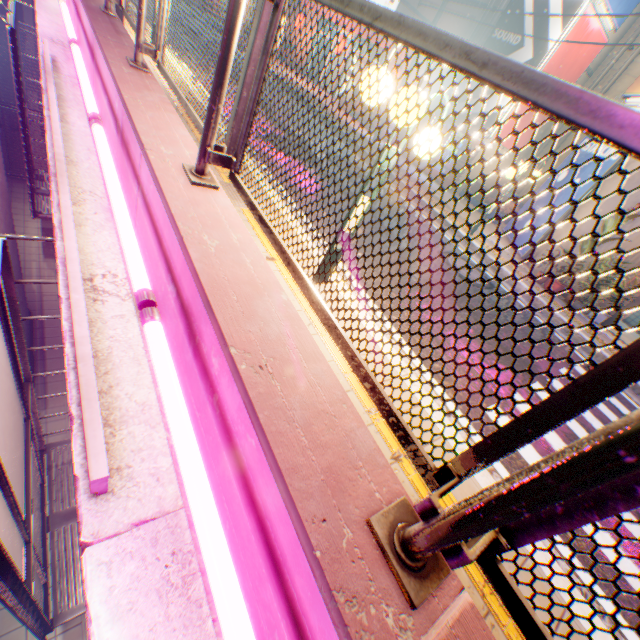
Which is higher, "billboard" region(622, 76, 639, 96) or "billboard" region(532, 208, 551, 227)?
"billboard" region(622, 76, 639, 96)

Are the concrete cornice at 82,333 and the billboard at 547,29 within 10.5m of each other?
no

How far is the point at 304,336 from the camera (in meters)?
1.64

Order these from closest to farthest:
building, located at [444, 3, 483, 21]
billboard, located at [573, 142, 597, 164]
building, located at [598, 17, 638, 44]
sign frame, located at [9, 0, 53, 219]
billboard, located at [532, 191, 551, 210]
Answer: sign frame, located at [9, 0, 53, 219] < billboard, located at [573, 142, 597, 164] < billboard, located at [532, 191, 551, 210] < building, located at [598, 17, 638, 44] < building, located at [444, 3, 483, 21]

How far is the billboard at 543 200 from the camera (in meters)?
10.28

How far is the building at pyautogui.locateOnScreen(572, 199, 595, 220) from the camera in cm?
861

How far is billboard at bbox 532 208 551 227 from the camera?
9.9m

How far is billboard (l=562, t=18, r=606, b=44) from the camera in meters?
10.7 m
